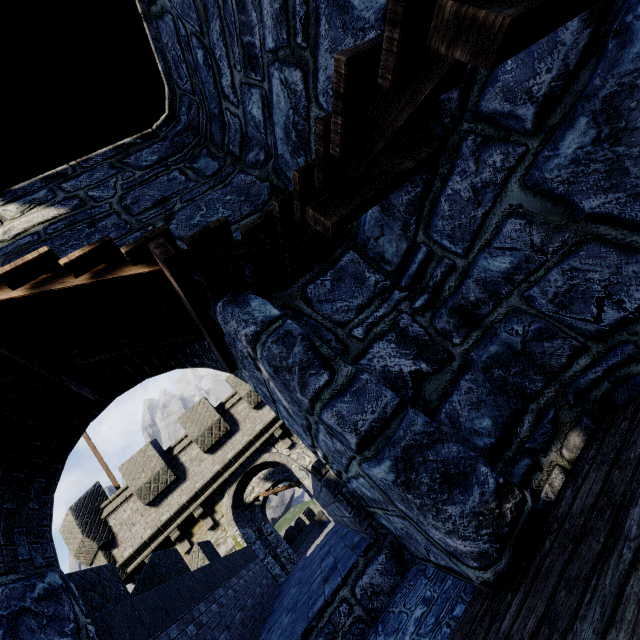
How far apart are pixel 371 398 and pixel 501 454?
1.04m
